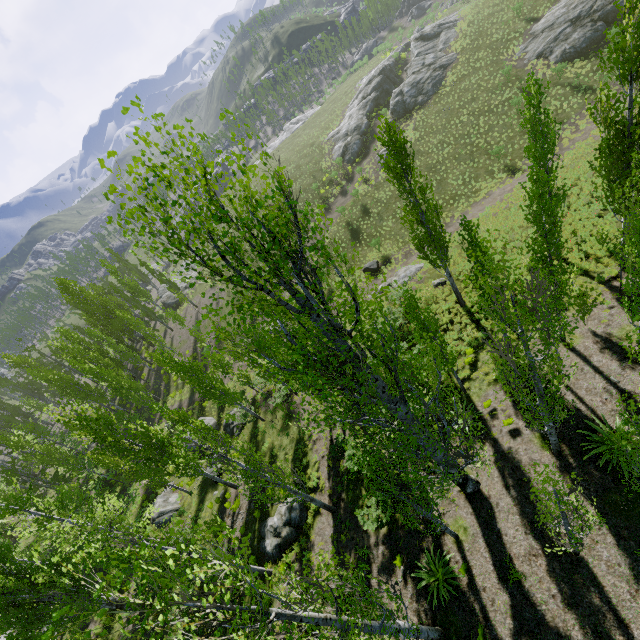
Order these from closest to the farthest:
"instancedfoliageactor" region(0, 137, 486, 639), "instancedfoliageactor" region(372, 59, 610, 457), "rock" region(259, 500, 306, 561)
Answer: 1. "instancedfoliageactor" region(0, 137, 486, 639)
2. "instancedfoliageactor" region(372, 59, 610, 457)
3. "rock" region(259, 500, 306, 561)

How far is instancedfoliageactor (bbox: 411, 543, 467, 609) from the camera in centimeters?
1142cm

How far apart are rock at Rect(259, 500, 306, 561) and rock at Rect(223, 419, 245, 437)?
8.84m

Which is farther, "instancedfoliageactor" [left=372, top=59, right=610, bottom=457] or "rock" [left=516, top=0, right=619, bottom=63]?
"rock" [left=516, top=0, right=619, bottom=63]

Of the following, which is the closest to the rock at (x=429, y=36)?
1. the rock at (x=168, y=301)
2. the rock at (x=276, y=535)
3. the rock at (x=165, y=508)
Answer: the rock at (x=165, y=508)

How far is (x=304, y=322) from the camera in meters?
10.1

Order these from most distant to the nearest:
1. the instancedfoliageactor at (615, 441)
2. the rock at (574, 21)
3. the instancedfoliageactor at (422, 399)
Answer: the rock at (574, 21)
the instancedfoliageactor at (615, 441)
the instancedfoliageactor at (422, 399)

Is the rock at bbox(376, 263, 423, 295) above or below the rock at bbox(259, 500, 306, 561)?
below
